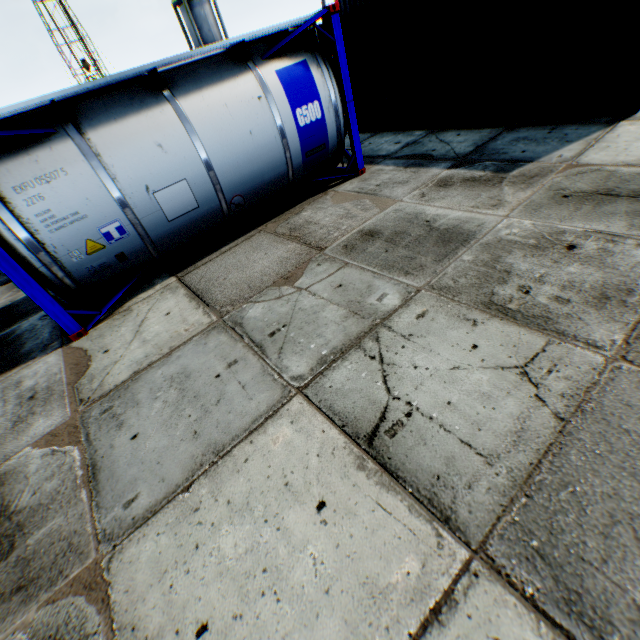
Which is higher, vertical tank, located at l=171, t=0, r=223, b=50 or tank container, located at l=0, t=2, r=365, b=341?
vertical tank, located at l=171, t=0, r=223, b=50

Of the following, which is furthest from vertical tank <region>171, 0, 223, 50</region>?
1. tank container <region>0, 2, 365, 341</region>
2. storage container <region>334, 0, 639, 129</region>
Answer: tank container <region>0, 2, 365, 341</region>

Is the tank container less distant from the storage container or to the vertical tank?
the storage container

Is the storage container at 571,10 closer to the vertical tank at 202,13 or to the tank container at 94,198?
the tank container at 94,198

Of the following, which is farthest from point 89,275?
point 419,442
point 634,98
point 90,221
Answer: point 634,98
